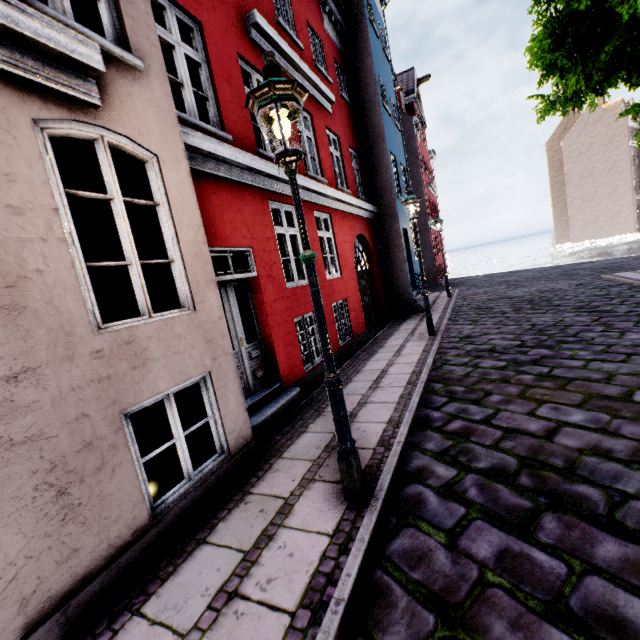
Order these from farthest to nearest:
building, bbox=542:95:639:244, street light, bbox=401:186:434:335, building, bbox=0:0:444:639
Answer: building, bbox=542:95:639:244, street light, bbox=401:186:434:335, building, bbox=0:0:444:639

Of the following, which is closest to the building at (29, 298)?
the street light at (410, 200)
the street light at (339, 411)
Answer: the street light at (339, 411)

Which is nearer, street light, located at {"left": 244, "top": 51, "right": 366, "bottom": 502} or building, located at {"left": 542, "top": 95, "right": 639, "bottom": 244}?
street light, located at {"left": 244, "top": 51, "right": 366, "bottom": 502}

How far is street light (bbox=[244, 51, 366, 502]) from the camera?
2.5m

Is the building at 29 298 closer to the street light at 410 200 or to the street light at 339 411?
the street light at 339 411

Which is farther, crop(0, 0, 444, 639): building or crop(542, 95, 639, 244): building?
crop(542, 95, 639, 244): building

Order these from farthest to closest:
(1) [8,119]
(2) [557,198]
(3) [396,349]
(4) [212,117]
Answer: (2) [557,198] < (3) [396,349] < (4) [212,117] < (1) [8,119]

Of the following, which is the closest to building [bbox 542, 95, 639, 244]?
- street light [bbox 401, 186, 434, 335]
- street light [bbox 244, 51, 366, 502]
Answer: street light [bbox 244, 51, 366, 502]
